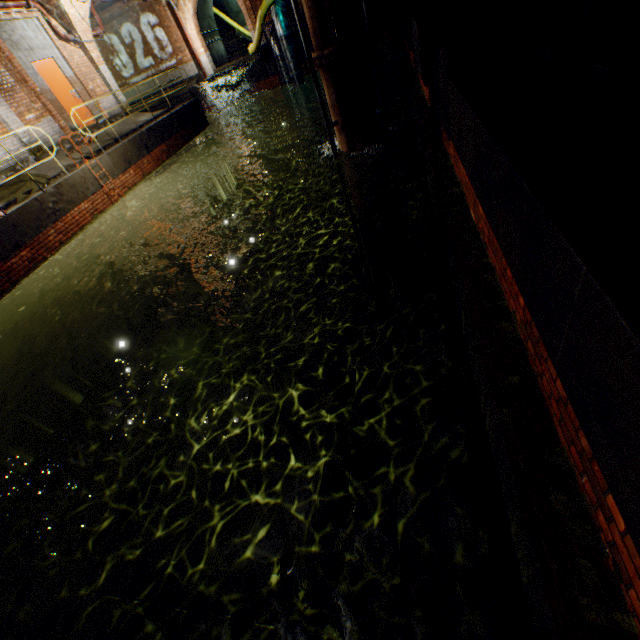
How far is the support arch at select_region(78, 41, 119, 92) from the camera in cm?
1250

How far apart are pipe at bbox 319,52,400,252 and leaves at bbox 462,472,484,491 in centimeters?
640cm

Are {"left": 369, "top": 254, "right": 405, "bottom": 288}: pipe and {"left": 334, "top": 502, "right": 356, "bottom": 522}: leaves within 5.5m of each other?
no

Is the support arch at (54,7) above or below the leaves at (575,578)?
above

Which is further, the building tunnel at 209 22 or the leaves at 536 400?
the building tunnel at 209 22

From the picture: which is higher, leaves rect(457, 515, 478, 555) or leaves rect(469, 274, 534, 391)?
leaves rect(469, 274, 534, 391)

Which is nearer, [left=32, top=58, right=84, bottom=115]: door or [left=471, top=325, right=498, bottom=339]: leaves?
[left=471, top=325, right=498, bottom=339]: leaves

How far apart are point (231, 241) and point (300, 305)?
6.1m
